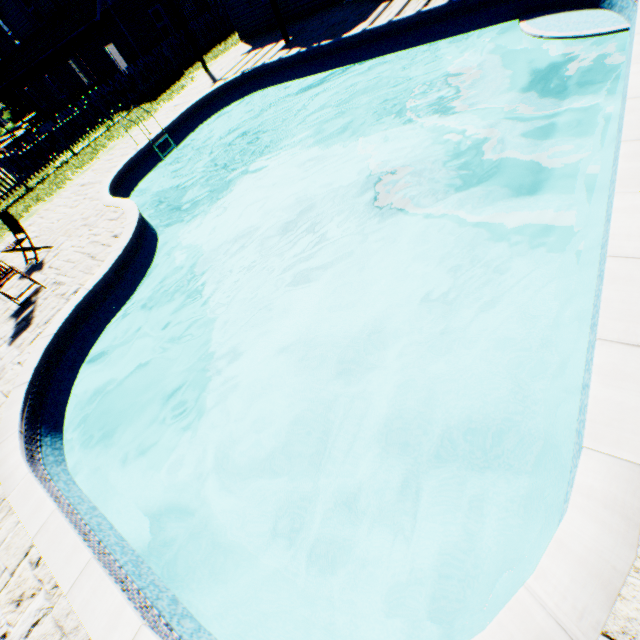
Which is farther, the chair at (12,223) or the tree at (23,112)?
the tree at (23,112)

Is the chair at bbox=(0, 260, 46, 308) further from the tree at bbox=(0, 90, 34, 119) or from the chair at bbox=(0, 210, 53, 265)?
the tree at bbox=(0, 90, 34, 119)

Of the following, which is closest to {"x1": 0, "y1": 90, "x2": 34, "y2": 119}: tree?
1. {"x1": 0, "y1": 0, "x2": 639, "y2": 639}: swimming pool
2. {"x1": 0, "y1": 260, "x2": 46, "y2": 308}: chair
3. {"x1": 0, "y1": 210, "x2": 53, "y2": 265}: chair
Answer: {"x1": 0, "y1": 0, "x2": 639, "y2": 639}: swimming pool

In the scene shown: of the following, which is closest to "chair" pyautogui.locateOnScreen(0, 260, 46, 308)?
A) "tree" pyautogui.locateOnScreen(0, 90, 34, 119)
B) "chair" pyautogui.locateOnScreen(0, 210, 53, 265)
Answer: "chair" pyautogui.locateOnScreen(0, 210, 53, 265)

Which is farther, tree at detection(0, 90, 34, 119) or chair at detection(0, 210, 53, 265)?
tree at detection(0, 90, 34, 119)

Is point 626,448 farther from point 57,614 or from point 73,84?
point 73,84

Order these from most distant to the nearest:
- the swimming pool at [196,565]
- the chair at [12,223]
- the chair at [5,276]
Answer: the chair at [12,223], the chair at [5,276], the swimming pool at [196,565]

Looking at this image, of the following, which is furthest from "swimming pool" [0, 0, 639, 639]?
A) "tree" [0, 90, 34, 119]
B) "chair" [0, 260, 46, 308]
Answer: "tree" [0, 90, 34, 119]
